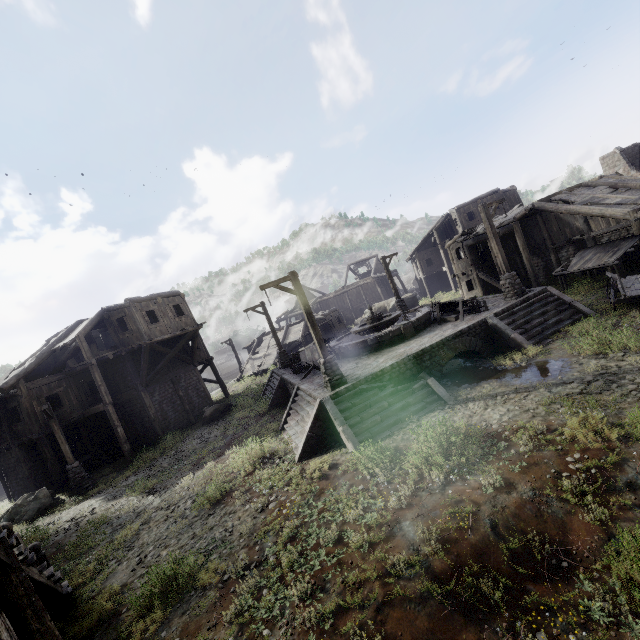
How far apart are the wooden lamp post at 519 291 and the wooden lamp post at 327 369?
9.12m

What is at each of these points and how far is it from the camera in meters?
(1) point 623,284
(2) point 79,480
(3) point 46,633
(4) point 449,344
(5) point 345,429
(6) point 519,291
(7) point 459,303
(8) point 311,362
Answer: (1) cart, 13.5 m
(2) wooden lamp post, 17.1 m
(3) building, 5.4 m
(4) building base, 13.1 m
(5) stairs, 10.5 m
(6) wooden lamp post, 15.2 m
(7) broken furniture, 15.7 m
(8) broken furniture, 16.6 m

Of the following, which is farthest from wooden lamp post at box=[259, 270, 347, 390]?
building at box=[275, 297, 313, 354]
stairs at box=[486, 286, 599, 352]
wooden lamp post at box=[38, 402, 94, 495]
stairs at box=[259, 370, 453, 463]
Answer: building at box=[275, 297, 313, 354]

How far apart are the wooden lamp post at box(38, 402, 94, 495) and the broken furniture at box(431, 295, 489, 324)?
19.3m

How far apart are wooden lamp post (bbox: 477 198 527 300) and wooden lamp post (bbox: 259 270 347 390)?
9.12m

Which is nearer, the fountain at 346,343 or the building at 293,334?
the fountain at 346,343

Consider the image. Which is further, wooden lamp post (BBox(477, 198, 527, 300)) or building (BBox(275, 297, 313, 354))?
building (BBox(275, 297, 313, 354))

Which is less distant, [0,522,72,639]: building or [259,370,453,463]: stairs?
[0,522,72,639]: building
